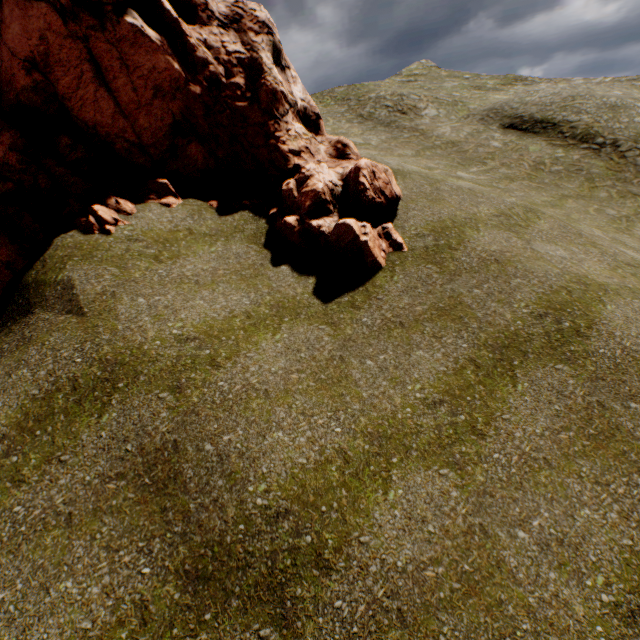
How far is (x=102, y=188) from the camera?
7.9 meters
